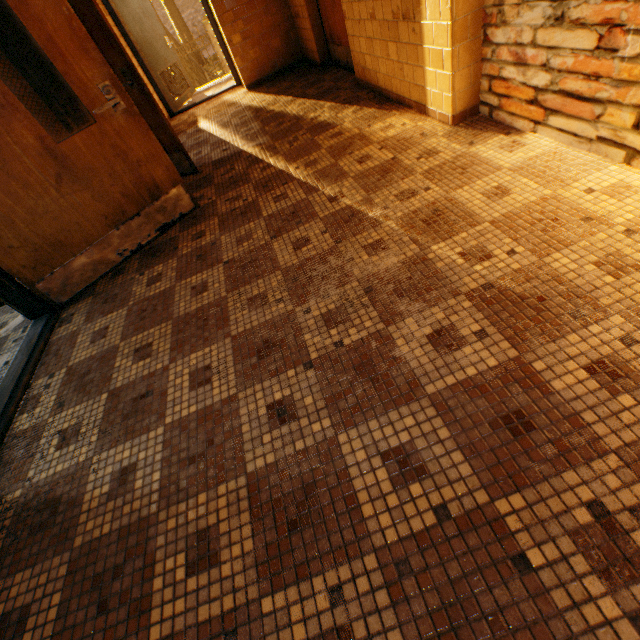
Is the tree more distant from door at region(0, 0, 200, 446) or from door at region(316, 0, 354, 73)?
door at region(0, 0, 200, 446)

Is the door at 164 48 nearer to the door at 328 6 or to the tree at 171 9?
the door at 328 6

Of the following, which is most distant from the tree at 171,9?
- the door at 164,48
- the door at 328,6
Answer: the door at 328,6

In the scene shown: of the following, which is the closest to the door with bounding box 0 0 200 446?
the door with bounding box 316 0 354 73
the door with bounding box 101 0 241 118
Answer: the door with bounding box 316 0 354 73

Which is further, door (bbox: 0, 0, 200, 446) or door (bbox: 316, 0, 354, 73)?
door (bbox: 316, 0, 354, 73)

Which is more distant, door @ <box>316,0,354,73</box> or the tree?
the tree

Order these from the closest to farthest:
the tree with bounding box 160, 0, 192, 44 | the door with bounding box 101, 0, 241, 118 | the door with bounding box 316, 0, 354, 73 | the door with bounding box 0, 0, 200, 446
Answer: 1. the door with bounding box 0, 0, 200, 446
2. the door with bounding box 316, 0, 354, 73
3. the door with bounding box 101, 0, 241, 118
4. the tree with bounding box 160, 0, 192, 44

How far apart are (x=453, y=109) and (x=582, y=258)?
1.8 meters
